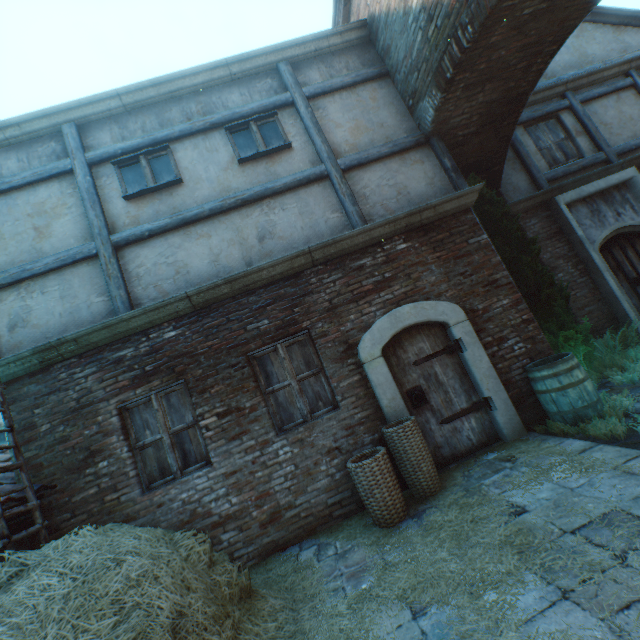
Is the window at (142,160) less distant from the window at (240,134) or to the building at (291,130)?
the building at (291,130)

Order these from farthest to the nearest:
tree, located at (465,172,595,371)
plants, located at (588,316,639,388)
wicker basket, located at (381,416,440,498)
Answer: tree, located at (465,172,595,371)
plants, located at (588,316,639,388)
wicker basket, located at (381,416,440,498)

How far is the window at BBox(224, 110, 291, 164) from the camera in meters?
5.6 m

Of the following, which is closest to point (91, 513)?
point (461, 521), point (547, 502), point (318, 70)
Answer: point (461, 521)

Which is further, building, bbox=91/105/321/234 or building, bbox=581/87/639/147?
building, bbox=581/87/639/147

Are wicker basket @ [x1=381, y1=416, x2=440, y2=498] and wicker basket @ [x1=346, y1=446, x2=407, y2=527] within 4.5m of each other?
yes

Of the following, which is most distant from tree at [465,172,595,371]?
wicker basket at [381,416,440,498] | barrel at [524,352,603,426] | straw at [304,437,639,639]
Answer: wicker basket at [381,416,440,498]

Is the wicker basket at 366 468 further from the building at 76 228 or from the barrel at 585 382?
the barrel at 585 382
